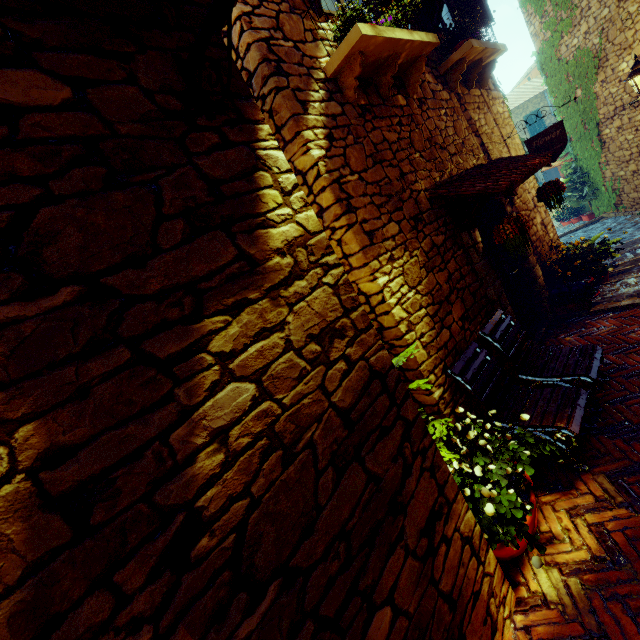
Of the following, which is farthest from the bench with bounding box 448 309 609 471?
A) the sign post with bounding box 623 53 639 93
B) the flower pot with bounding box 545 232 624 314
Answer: the sign post with bounding box 623 53 639 93

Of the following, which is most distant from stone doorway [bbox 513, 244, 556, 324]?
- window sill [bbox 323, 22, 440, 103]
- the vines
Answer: the vines

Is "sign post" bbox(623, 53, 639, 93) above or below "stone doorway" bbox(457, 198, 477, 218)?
above

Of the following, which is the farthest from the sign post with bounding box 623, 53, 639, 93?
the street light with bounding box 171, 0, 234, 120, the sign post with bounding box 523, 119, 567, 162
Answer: the street light with bounding box 171, 0, 234, 120

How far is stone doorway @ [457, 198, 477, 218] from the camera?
4.0m

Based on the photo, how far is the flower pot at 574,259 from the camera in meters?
5.1 m

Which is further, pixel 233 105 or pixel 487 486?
pixel 487 486

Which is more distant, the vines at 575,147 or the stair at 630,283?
the vines at 575,147
